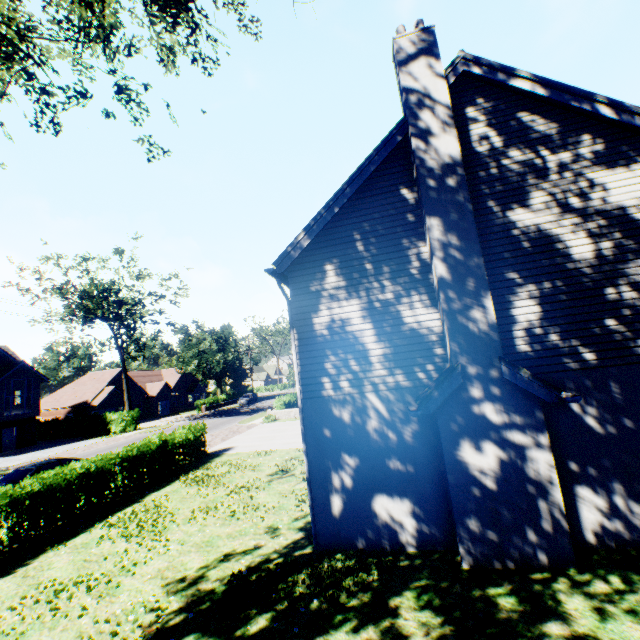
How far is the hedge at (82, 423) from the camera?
34.88m

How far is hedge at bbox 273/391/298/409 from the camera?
31.5 meters

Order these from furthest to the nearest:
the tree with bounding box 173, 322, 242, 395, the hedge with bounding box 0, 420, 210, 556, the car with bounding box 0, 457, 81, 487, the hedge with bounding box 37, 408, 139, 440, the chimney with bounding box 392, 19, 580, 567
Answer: the tree with bounding box 173, 322, 242, 395, the hedge with bounding box 37, 408, 139, 440, the car with bounding box 0, 457, 81, 487, the hedge with bounding box 0, 420, 210, 556, the chimney with bounding box 392, 19, 580, 567

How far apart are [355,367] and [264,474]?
8.9m

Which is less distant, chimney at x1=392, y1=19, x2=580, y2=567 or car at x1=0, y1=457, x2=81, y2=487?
chimney at x1=392, y1=19, x2=580, y2=567

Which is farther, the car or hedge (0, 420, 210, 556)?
the car

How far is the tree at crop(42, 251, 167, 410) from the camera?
31.66m

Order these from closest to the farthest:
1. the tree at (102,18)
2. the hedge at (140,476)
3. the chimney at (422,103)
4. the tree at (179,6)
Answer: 1. the chimney at (422,103)
2. the tree at (102,18)
3. the tree at (179,6)
4. the hedge at (140,476)
